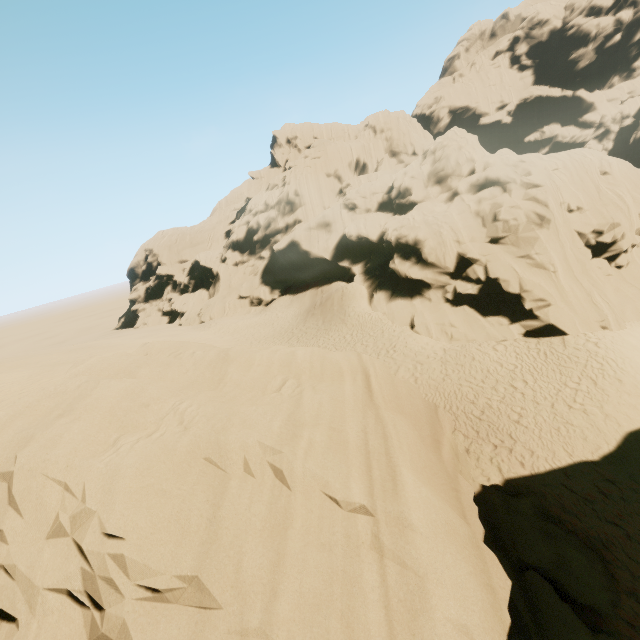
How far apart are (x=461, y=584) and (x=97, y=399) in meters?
6.4 m

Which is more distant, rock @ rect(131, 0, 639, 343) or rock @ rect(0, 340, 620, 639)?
rock @ rect(131, 0, 639, 343)

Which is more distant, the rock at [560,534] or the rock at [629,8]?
the rock at [629,8]
